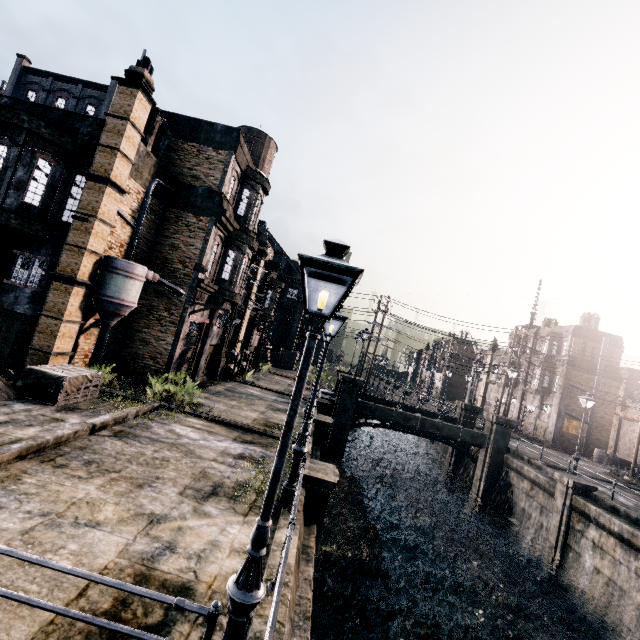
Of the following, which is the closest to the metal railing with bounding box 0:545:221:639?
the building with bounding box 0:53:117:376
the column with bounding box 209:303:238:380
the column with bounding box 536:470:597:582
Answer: the building with bounding box 0:53:117:376

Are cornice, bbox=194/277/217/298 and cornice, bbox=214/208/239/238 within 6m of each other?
yes

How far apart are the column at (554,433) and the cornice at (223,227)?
37.5m

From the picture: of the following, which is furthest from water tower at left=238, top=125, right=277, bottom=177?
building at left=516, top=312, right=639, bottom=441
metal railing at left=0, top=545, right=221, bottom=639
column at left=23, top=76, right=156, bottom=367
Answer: building at left=516, top=312, right=639, bottom=441

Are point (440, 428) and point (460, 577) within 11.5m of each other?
yes

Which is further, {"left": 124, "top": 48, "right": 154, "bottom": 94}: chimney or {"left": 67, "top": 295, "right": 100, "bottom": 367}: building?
{"left": 67, "top": 295, "right": 100, "bottom": 367}: building

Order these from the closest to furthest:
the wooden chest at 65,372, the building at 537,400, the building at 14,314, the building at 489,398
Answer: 1. the wooden chest at 65,372
2. the building at 14,314
3. the building at 537,400
4. the building at 489,398

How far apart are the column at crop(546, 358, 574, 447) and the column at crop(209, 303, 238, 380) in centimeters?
3524cm
